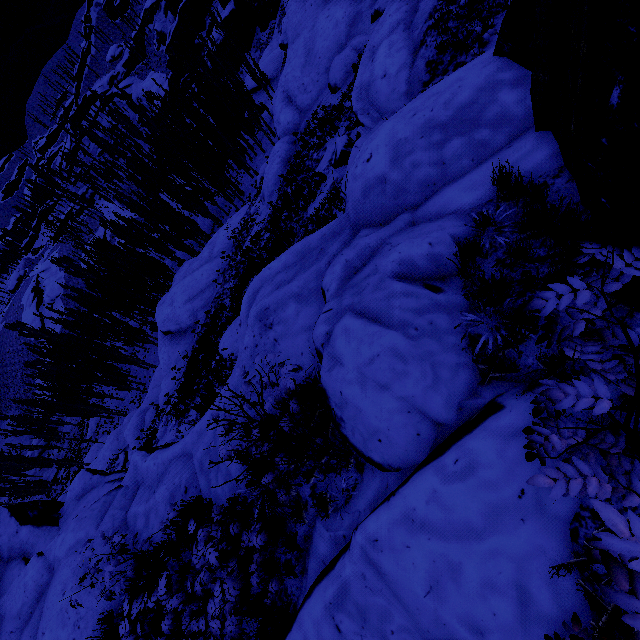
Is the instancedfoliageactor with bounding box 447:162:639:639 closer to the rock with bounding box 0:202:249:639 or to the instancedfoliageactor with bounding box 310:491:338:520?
the rock with bounding box 0:202:249:639

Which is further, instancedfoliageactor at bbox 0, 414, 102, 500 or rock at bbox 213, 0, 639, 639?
instancedfoliageactor at bbox 0, 414, 102, 500

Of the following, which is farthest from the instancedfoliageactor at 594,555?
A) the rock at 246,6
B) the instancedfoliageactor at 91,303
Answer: the instancedfoliageactor at 91,303

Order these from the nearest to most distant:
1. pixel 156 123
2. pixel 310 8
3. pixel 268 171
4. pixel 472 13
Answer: pixel 472 13, pixel 268 171, pixel 310 8, pixel 156 123

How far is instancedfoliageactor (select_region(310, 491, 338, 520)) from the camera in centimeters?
402cm

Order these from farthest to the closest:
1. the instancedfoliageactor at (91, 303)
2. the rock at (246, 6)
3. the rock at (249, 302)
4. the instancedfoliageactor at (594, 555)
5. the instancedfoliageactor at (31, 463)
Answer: the rock at (246, 6), the instancedfoliageactor at (31, 463), the instancedfoliageactor at (91, 303), the rock at (249, 302), the instancedfoliageactor at (594, 555)
